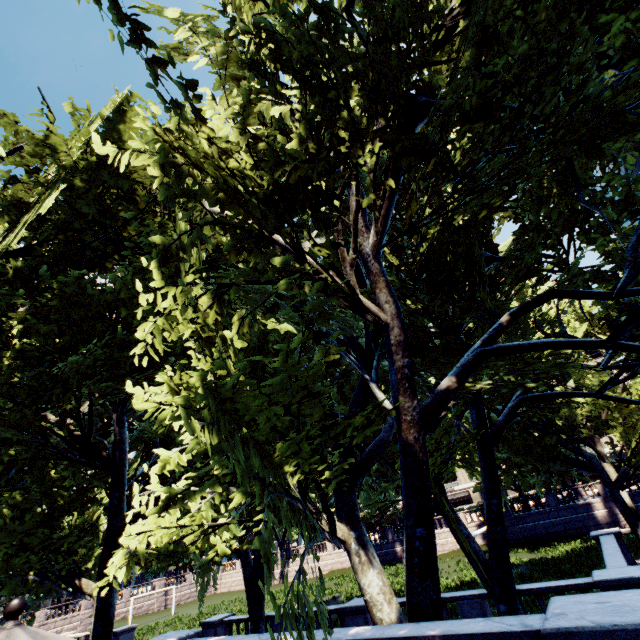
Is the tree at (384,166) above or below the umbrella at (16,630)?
above

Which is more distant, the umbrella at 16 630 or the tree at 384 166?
the tree at 384 166

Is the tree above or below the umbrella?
above

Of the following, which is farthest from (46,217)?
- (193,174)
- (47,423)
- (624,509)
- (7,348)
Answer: (624,509)

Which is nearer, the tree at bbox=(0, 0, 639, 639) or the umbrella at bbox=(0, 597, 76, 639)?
the umbrella at bbox=(0, 597, 76, 639)
